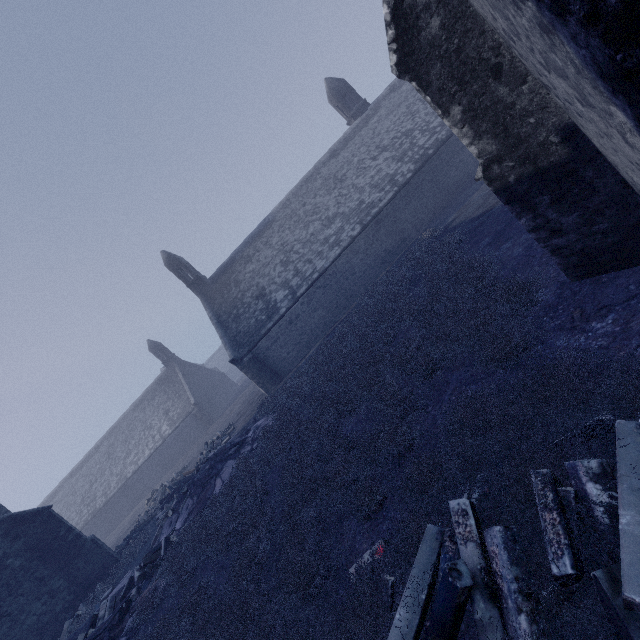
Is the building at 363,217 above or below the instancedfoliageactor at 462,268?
above

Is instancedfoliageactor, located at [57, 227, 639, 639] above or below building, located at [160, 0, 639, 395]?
below

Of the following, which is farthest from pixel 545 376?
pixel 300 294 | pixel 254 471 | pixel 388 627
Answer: pixel 300 294
